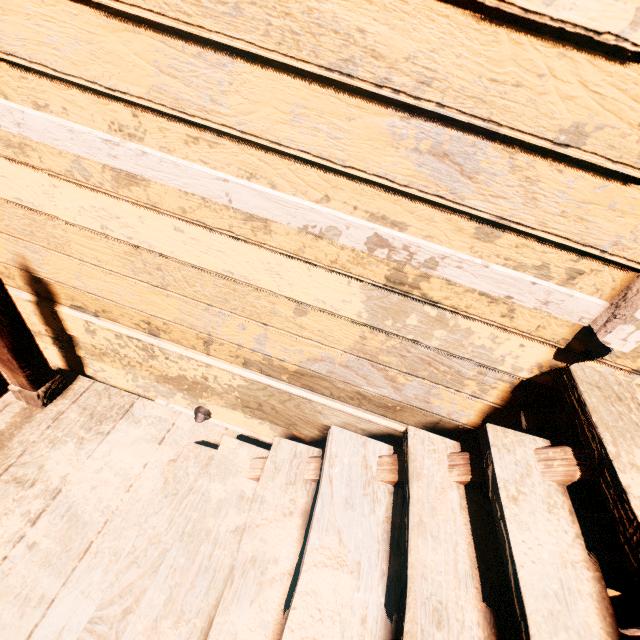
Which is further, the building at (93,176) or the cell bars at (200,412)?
the cell bars at (200,412)

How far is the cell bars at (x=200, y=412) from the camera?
2.2m

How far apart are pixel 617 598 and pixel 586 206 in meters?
2.7 m

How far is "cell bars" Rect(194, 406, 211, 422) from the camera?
2.18m

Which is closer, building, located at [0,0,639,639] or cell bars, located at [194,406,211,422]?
building, located at [0,0,639,639]
